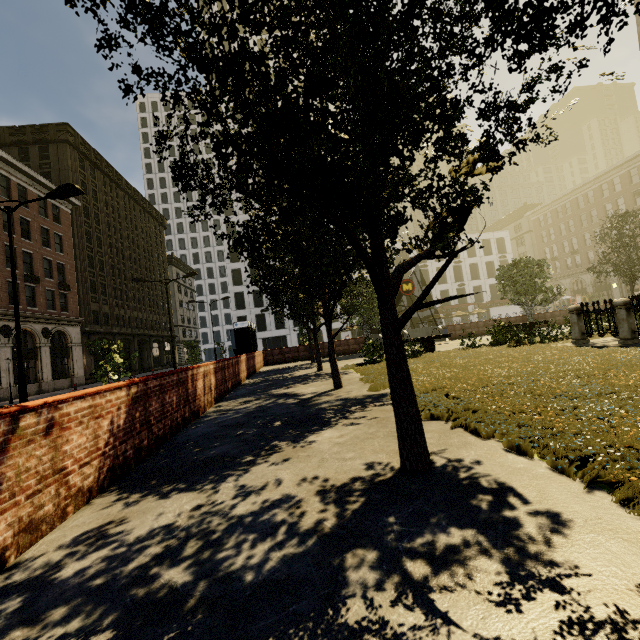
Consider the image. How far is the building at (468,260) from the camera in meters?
55.2

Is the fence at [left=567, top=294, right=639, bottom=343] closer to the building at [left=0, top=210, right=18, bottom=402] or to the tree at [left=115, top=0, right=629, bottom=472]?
the tree at [left=115, top=0, right=629, bottom=472]

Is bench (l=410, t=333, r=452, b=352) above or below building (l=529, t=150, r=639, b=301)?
below

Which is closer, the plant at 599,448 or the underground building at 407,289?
the plant at 599,448

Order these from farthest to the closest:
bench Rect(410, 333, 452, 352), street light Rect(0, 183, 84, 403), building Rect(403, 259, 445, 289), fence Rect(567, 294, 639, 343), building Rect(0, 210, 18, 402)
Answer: building Rect(403, 259, 445, 289) → building Rect(0, 210, 18, 402) → bench Rect(410, 333, 452, 352) → street light Rect(0, 183, 84, 403) → fence Rect(567, 294, 639, 343)

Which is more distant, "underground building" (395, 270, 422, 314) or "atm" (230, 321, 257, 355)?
"underground building" (395, 270, 422, 314)

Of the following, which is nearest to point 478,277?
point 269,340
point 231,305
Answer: point 269,340

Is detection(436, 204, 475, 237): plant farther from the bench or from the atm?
the atm
